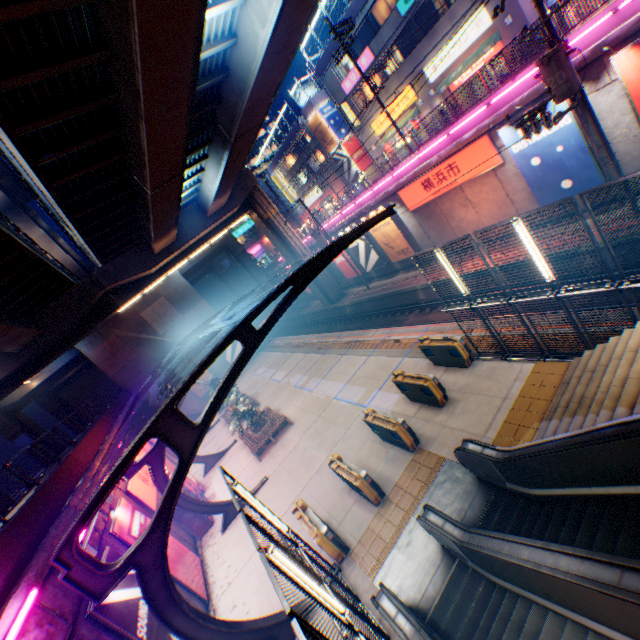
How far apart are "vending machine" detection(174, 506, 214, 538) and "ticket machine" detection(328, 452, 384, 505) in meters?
8.2

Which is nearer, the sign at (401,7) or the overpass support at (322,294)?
the sign at (401,7)

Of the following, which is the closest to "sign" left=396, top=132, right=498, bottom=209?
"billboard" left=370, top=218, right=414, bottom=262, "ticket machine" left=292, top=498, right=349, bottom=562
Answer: "billboard" left=370, top=218, right=414, bottom=262

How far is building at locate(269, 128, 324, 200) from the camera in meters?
43.4 m

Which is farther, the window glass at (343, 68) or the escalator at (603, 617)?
the window glass at (343, 68)

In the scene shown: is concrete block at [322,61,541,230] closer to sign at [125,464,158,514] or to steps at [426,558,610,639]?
steps at [426,558,610,639]

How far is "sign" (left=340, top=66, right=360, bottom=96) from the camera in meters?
29.1

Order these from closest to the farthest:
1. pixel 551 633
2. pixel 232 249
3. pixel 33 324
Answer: pixel 551 633
pixel 33 324
pixel 232 249
